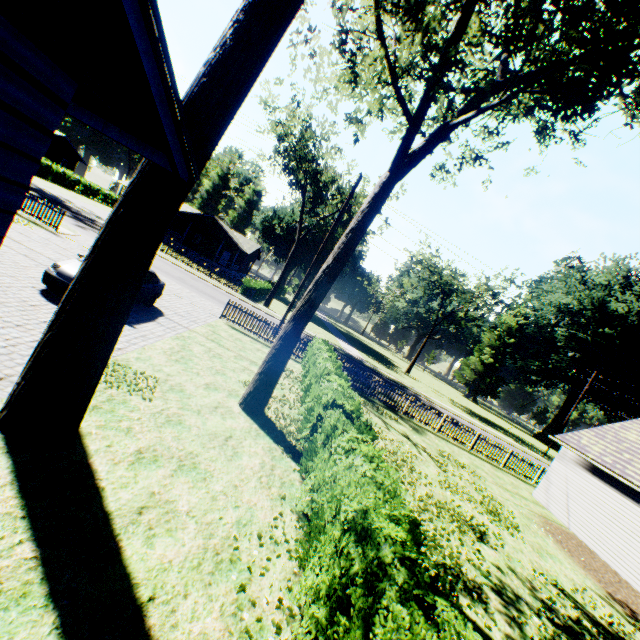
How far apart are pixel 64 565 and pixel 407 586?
3.7 meters

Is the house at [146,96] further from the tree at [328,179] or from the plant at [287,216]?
the tree at [328,179]

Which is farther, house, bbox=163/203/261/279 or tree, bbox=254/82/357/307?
house, bbox=163/203/261/279

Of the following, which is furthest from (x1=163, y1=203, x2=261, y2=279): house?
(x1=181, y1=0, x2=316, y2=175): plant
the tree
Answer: (x1=181, y1=0, x2=316, y2=175): plant

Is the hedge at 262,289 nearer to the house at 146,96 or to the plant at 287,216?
the plant at 287,216

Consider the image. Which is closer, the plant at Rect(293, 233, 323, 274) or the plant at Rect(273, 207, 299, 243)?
the plant at Rect(273, 207, 299, 243)

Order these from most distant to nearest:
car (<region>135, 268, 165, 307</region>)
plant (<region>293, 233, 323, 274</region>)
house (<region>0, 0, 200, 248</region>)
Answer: plant (<region>293, 233, 323, 274</region>), car (<region>135, 268, 165, 307</region>), house (<region>0, 0, 200, 248</region>)

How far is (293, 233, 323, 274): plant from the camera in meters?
55.9 m
